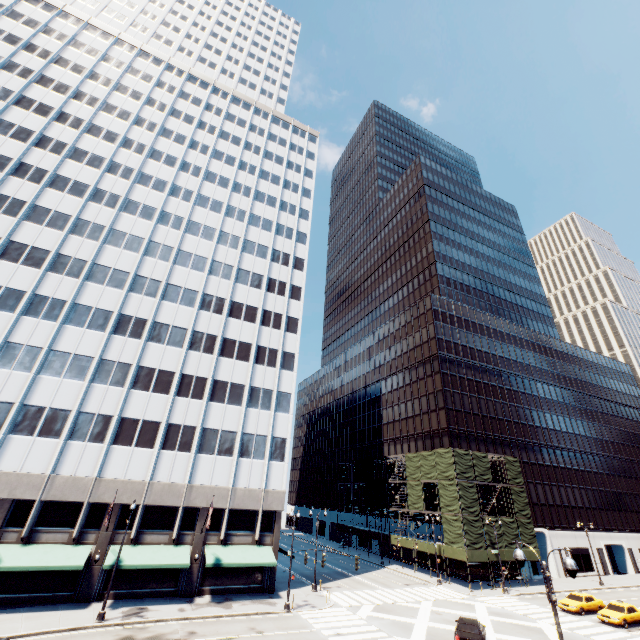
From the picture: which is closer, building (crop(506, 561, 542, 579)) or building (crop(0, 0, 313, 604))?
building (crop(0, 0, 313, 604))

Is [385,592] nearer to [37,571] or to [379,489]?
[379,489]

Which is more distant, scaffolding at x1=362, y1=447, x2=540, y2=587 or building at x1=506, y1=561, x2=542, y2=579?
building at x1=506, y1=561, x2=542, y2=579

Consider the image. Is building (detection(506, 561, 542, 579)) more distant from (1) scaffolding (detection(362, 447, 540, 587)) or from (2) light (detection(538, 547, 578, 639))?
(2) light (detection(538, 547, 578, 639))

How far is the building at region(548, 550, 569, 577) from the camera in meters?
48.2

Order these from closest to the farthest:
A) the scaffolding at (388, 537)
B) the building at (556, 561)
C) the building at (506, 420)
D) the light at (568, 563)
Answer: the light at (568, 563) → the scaffolding at (388, 537) → the building at (556, 561) → the building at (506, 420)

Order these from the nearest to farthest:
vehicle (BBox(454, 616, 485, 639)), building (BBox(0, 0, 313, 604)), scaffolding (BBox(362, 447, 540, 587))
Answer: vehicle (BBox(454, 616, 485, 639))
building (BBox(0, 0, 313, 604))
scaffolding (BBox(362, 447, 540, 587))

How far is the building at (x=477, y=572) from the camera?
42.3m
